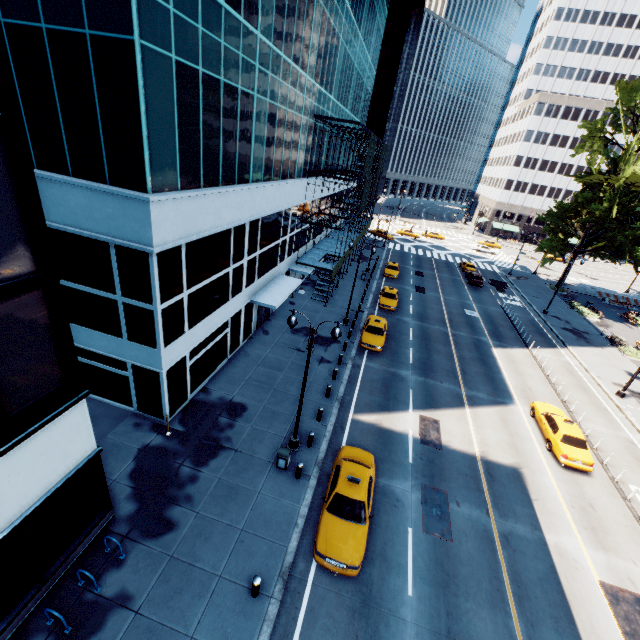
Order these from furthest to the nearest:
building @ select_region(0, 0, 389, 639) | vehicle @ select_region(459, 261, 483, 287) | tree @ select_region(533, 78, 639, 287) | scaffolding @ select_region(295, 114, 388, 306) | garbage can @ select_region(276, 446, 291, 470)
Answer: vehicle @ select_region(459, 261, 483, 287), tree @ select_region(533, 78, 639, 287), scaffolding @ select_region(295, 114, 388, 306), garbage can @ select_region(276, 446, 291, 470), building @ select_region(0, 0, 389, 639)

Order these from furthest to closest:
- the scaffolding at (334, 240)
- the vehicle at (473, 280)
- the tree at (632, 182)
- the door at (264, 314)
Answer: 1. the vehicle at (473, 280)
2. the tree at (632, 182)
3. the scaffolding at (334, 240)
4. the door at (264, 314)

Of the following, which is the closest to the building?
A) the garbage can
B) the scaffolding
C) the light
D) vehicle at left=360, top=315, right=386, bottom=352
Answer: the scaffolding

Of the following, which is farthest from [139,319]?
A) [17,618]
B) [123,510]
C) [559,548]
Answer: [559,548]

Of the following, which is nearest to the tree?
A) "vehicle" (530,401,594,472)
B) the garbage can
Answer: "vehicle" (530,401,594,472)

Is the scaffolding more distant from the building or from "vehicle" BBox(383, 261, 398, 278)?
"vehicle" BBox(383, 261, 398, 278)

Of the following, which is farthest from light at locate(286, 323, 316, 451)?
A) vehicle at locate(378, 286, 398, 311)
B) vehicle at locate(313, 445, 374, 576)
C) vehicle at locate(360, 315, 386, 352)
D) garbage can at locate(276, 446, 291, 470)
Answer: vehicle at locate(378, 286, 398, 311)

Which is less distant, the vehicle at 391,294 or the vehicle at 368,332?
the vehicle at 368,332
